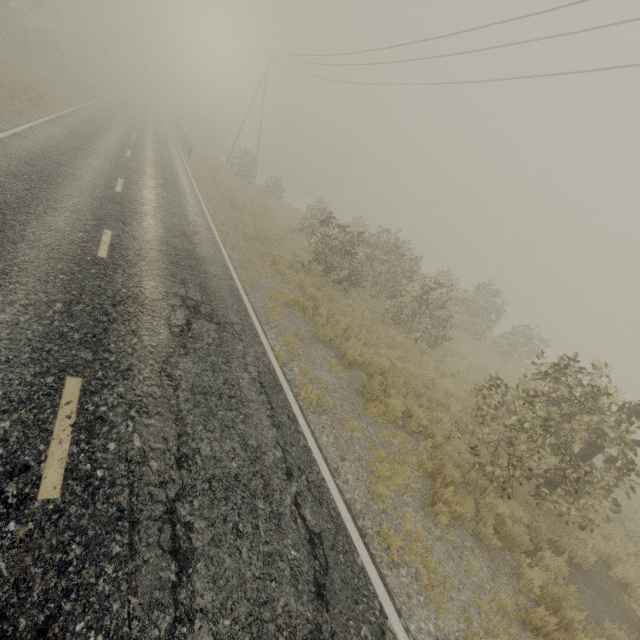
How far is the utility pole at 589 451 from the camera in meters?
7.3 m

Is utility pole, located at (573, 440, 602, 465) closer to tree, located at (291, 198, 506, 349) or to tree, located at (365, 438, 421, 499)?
tree, located at (365, 438, 421, 499)

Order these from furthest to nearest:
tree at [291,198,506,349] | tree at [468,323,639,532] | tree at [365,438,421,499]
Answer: tree at [291,198,506,349] → tree at [468,323,639,532] → tree at [365,438,421,499]

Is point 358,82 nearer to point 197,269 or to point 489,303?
point 489,303

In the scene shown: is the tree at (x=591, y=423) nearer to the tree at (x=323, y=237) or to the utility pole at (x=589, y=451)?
→ the utility pole at (x=589, y=451)

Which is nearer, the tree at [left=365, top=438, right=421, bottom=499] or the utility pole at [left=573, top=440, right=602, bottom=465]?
the tree at [left=365, top=438, right=421, bottom=499]

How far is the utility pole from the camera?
7.3m

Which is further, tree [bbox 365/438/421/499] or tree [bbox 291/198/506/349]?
tree [bbox 291/198/506/349]
